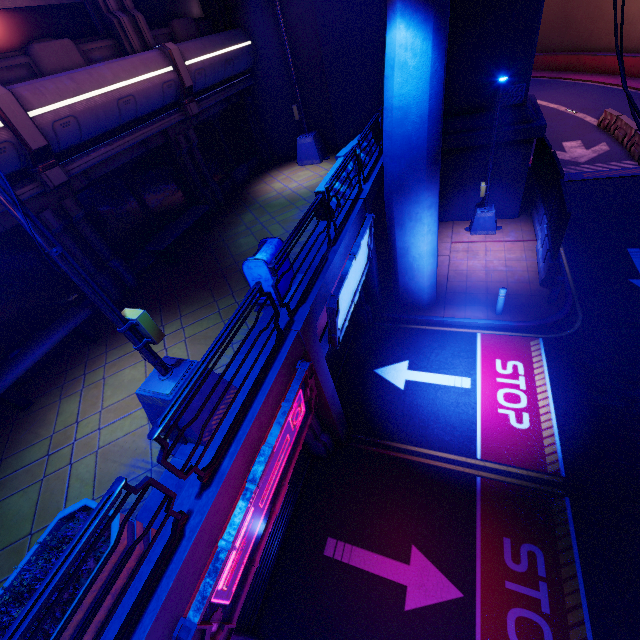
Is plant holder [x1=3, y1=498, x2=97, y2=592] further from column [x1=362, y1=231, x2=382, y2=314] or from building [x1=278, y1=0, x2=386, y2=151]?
building [x1=278, y1=0, x2=386, y2=151]

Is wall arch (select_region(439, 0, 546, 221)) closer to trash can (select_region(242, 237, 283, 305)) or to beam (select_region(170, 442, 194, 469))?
trash can (select_region(242, 237, 283, 305))

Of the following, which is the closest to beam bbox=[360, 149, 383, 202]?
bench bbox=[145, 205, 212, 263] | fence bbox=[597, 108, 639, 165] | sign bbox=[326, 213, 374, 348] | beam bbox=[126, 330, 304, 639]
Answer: sign bbox=[326, 213, 374, 348]

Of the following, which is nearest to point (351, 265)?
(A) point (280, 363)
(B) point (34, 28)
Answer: (A) point (280, 363)

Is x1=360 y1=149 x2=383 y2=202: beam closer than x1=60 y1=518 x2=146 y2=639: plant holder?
No

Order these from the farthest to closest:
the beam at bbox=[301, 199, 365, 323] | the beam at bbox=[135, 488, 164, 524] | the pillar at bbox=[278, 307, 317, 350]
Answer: the beam at bbox=[301, 199, 365, 323]
the pillar at bbox=[278, 307, 317, 350]
the beam at bbox=[135, 488, 164, 524]

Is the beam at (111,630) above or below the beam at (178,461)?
above

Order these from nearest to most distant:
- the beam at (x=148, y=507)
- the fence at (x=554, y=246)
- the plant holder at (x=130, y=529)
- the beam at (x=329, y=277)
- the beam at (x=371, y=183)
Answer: the plant holder at (x=130, y=529) < the beam at (x=148, y=507) < the beam at (x=329, y=277) < the beam at (x=371, y=183) < the fence at (x=554, y=246)
